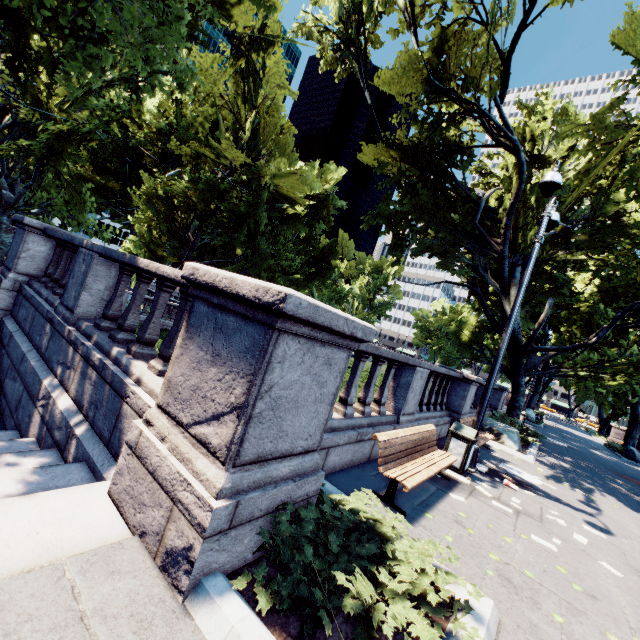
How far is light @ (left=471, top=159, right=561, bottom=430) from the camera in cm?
730

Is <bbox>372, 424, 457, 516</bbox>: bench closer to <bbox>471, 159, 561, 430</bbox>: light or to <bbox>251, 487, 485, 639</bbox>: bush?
<bbox>251, 487, 485, 639</bbox>: bush

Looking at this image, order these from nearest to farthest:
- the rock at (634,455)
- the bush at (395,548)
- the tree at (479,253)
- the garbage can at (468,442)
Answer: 1. the bush at (395,548)
2. the garbage can at (468,442)
3. the tree at (479,253)
4. the rock at (634,455)

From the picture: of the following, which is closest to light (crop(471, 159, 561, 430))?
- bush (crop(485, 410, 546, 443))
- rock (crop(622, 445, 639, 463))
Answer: bush (crop(485, 410, 546, 443))

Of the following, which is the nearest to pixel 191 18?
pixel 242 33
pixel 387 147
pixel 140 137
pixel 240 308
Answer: pixel 242 33

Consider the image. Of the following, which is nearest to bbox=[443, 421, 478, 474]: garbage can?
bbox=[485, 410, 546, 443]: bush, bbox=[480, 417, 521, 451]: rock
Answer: bbox=[480, 417, 521, 451]: rock

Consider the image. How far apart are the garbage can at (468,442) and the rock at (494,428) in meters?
5.8 m

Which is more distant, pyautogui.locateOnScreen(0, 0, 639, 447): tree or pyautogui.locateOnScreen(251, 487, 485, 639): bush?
pyautogui.locateOnScreen(0, 0, 639, 447): tree
